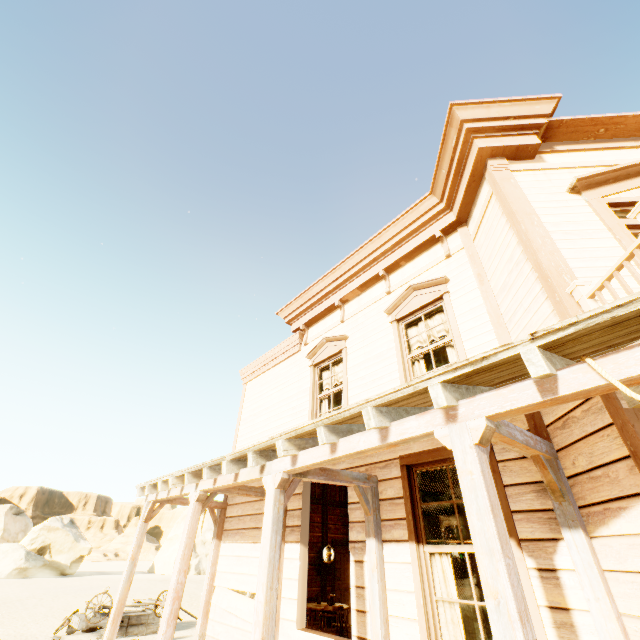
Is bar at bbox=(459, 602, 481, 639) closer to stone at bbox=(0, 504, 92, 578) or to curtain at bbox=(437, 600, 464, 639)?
curtain at bbox=(437, 600, 464, 639)

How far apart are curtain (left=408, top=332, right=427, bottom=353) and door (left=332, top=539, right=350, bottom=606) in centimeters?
708cm

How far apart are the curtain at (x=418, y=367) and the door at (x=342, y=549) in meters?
7.1

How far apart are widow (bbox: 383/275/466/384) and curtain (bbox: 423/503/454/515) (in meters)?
0.76

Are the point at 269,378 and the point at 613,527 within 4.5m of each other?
no

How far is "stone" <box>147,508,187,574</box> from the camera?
36.1 meters

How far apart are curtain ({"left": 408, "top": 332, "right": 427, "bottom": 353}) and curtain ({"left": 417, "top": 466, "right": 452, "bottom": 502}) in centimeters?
97cm

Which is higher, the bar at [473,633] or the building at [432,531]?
the building at [432,531]
